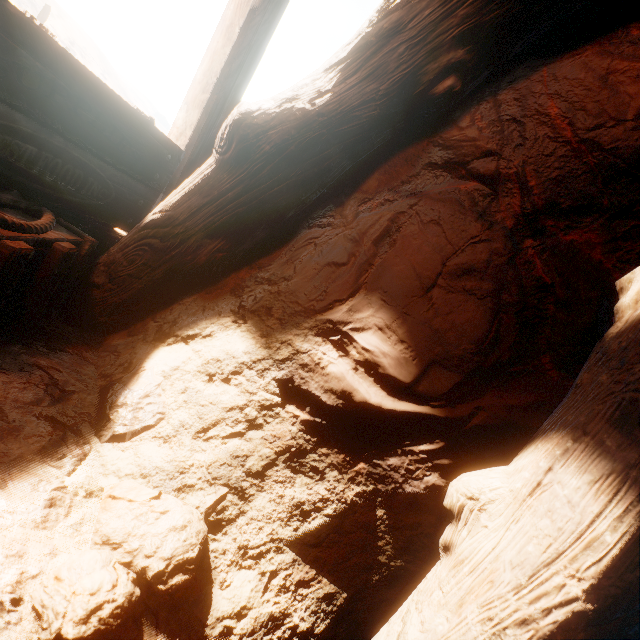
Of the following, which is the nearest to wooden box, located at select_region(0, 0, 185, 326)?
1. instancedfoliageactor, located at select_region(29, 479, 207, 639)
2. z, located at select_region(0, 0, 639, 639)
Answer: z, located at select_region(0, 0, 639, 639)

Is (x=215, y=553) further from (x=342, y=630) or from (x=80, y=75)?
(x=80, y=75)

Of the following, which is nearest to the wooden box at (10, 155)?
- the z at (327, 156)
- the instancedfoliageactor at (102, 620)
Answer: the z at (327, 156)

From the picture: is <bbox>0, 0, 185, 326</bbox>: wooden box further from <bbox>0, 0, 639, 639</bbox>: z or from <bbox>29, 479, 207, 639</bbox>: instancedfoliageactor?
<bbox>29, 479, 207, 639</bbox>: instancedfoliageactor

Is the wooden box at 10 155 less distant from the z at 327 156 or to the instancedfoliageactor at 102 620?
the z at 327 156

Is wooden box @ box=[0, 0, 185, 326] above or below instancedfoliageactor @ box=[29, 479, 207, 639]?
above
